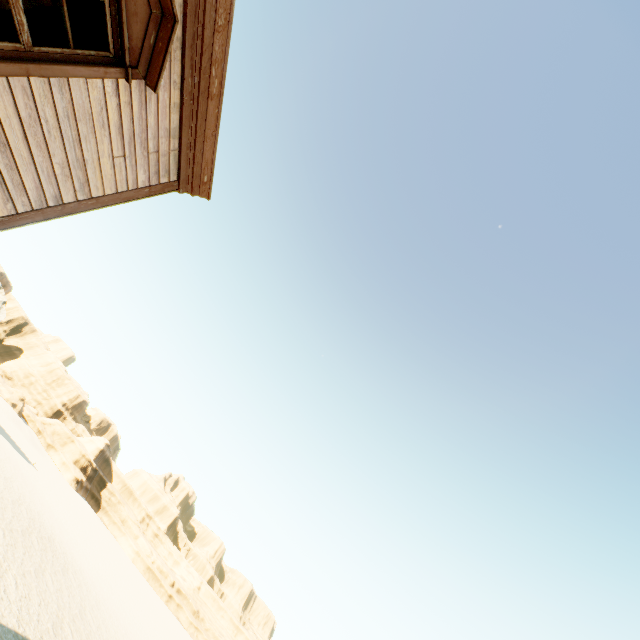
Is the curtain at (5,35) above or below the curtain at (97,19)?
below

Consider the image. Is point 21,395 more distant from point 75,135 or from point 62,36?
point 62,36

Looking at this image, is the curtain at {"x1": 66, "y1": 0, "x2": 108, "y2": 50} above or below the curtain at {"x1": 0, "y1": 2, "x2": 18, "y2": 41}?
above
